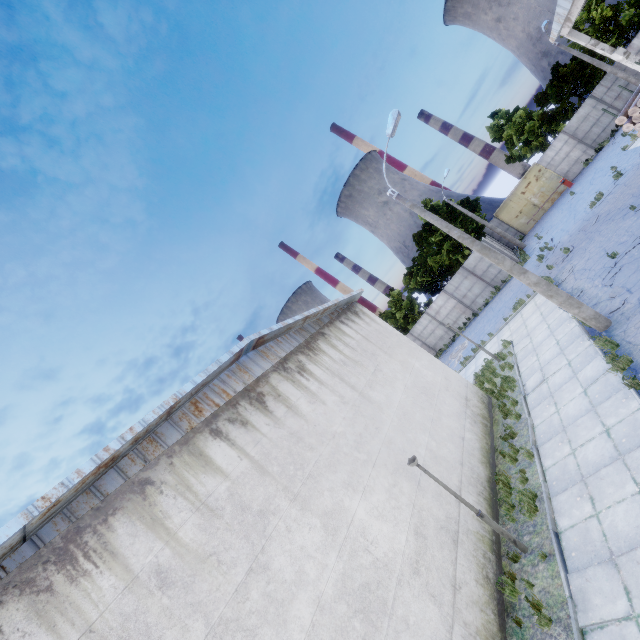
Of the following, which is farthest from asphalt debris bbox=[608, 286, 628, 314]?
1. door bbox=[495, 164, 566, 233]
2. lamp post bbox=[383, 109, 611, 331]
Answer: door bbox=[495, 164, 566, 233]

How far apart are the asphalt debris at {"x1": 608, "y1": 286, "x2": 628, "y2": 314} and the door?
25.4m

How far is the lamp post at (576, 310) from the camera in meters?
10.9 m

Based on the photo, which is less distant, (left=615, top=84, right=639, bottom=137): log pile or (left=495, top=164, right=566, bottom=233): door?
(left=615, top=84, right=639, bottom=137): log pile

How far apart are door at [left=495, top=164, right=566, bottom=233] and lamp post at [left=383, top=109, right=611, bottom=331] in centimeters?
2678cm

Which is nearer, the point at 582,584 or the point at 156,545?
the point at 156,545

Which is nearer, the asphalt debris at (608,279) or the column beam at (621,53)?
the asphalt debris at (608,279)

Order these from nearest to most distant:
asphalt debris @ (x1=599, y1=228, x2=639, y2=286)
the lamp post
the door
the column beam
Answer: the lamp post < asphalt debris @ (x1=599, y1=228, x2=639, y2=286) < the column beam < the door
